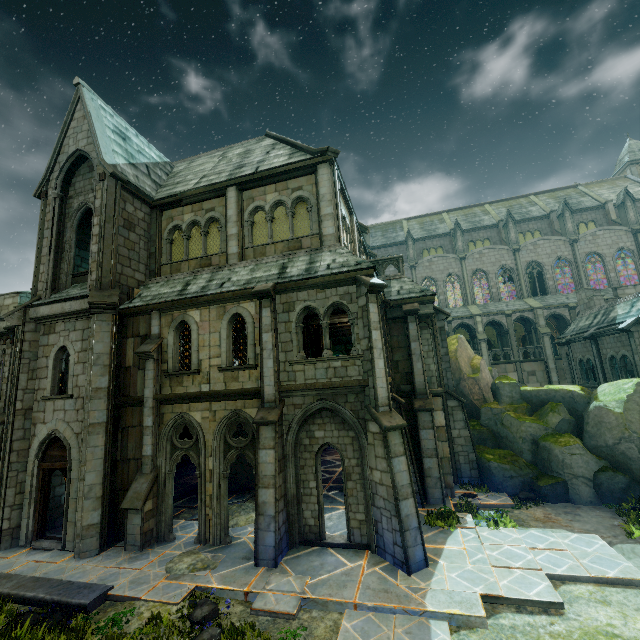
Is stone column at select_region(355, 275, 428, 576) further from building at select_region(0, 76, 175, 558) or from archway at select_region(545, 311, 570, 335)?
archway at select_region(545, 311, 570, 335)

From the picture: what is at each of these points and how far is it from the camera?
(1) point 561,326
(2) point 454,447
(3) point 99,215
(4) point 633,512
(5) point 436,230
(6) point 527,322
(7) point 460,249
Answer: (1) archway, 35.8 meters
(2) stone column, 14.9 meters
(3) building, 13.1 meters
(4) plant, 10.4 meters
(5) building, 46.4 meters
(6) archway, 36.5 meters
(7) merlon, 40.5 meters

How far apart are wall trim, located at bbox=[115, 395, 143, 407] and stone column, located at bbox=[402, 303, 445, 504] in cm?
1056

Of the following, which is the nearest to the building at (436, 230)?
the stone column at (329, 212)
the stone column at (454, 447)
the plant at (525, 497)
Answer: the stone column at (454, 447)

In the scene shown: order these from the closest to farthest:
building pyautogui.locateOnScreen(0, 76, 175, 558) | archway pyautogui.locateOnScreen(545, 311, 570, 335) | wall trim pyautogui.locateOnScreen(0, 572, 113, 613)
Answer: wall trim pyautogui.locateOnScreen(0, 572, 113, 613) < building pyautogui.locateOnScreen(0, 76, 175, 558) < archway pyautogui.locateOnScreen(545, 311, 570, 335)

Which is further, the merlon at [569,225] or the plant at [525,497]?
the merlon at [569,225]

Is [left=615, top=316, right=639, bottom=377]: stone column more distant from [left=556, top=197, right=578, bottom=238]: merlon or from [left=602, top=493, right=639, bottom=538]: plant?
[left=556, top=197, right=578, bottom=238]: merlon

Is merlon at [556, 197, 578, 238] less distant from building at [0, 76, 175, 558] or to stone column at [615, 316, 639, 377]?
stone column at [615, 316, 639, 377]
